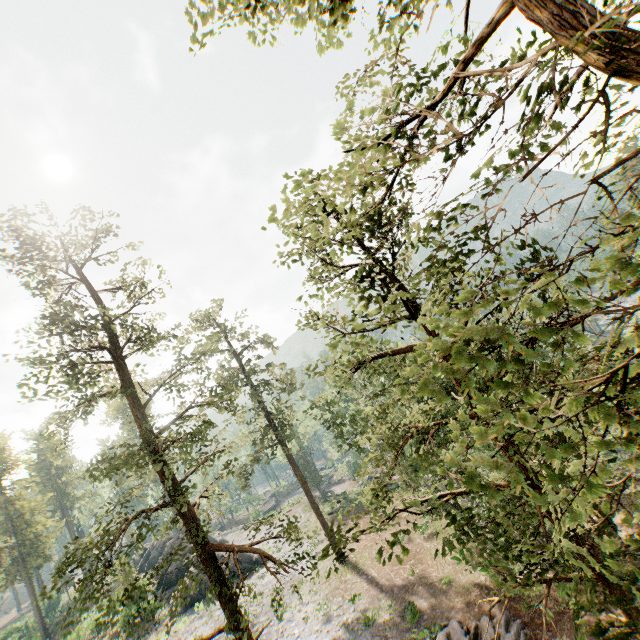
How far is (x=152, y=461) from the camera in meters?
12.1 m

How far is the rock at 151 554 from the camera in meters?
44.8 m

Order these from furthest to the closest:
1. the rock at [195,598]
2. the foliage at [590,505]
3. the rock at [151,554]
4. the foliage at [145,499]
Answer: the rock at [151,554], the rock at [195,598], the foliage at [145,499], the foliage at [590,505]

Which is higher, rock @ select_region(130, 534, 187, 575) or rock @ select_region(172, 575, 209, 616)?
rock @ select_region(130, 534, 187, 575)

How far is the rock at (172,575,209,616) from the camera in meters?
31.7

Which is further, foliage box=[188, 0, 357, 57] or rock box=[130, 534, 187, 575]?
rock box=[130, 534, 187, 575]

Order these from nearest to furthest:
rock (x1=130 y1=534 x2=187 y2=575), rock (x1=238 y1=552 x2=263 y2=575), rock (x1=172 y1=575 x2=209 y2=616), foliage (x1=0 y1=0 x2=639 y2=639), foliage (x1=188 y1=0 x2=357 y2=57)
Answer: foliage (x1=0 y1=0 x2=639 y2=639), foliage (x1=188 y1=0 x2=357 y2=57), rock (x1=172 y1=575 x2=209 y2=616), rock (x1=238 y1=552 x2=263 y2=575), rock (x1=130 y1=534 x2=187 y2=575)
